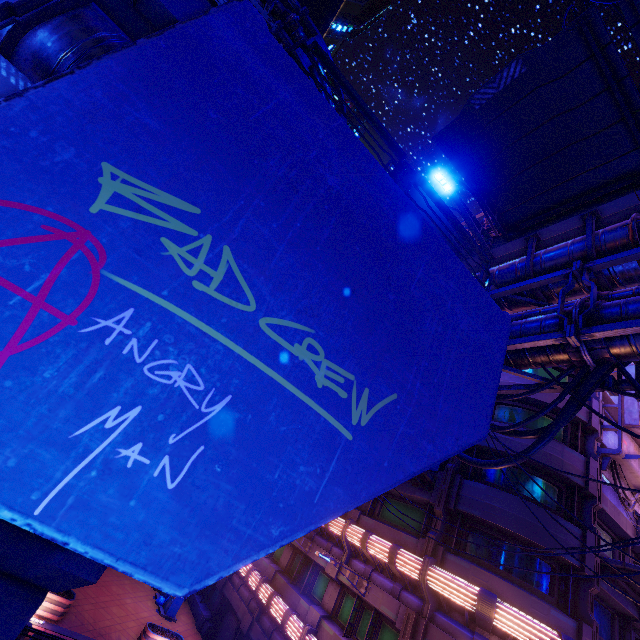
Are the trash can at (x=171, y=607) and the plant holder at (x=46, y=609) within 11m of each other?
yes

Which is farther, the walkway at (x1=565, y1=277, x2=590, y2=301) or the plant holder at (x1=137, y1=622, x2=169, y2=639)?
the plant holder at (x1=137, y1=622, x2=169, y2=639)

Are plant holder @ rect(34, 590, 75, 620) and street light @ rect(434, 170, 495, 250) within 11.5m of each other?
no

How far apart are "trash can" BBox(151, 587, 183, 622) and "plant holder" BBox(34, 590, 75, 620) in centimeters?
694cm

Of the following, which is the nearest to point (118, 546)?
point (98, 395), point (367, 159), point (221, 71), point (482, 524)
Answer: point (98, 395)

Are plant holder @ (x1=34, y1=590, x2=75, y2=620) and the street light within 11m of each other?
no

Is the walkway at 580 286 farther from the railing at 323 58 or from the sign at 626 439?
the sign at 626 439

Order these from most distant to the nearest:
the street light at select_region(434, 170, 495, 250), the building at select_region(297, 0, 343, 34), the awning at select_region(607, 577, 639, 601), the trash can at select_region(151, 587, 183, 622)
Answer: the building at select_region(297, 0, 343, 34), the trash can at select_region(151, 587, 183, 622), the awning at select_region(607, 577, 639, 601), the street light at select_region(434, 170, 495, 250)
